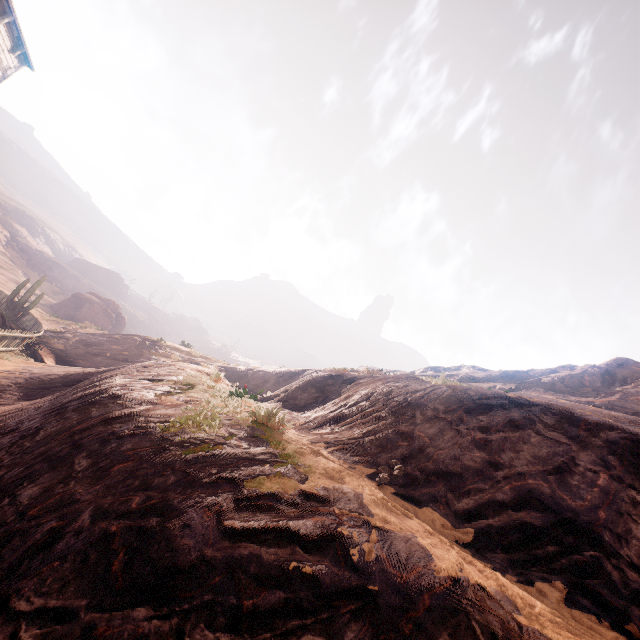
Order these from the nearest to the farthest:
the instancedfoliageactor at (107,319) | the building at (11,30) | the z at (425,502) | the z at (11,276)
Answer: the z at (425,502) → the building at (11,30) → the z at (11,276) → the instancedfoliageactor at (107,319)

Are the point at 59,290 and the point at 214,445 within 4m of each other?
no

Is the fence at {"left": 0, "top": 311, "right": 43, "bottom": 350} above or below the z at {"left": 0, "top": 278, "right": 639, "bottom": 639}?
below

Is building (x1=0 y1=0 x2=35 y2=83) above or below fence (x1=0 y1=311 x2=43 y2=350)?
above

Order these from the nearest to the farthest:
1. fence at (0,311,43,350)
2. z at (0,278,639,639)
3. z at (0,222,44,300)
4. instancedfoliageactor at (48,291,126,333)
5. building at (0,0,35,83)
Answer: z at (0,278,639,639)
building at (0,0,35,83)
fence at (0,311,43,350)
z at (0,222,44,300)
instancedfoliageactor at (48,291,126,333)

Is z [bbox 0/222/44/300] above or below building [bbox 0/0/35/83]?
below

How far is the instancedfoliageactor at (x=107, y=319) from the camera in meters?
42.6

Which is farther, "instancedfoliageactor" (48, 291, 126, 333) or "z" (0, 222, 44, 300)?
"instancedfoliageactor" (48, 291, 126, 333)
